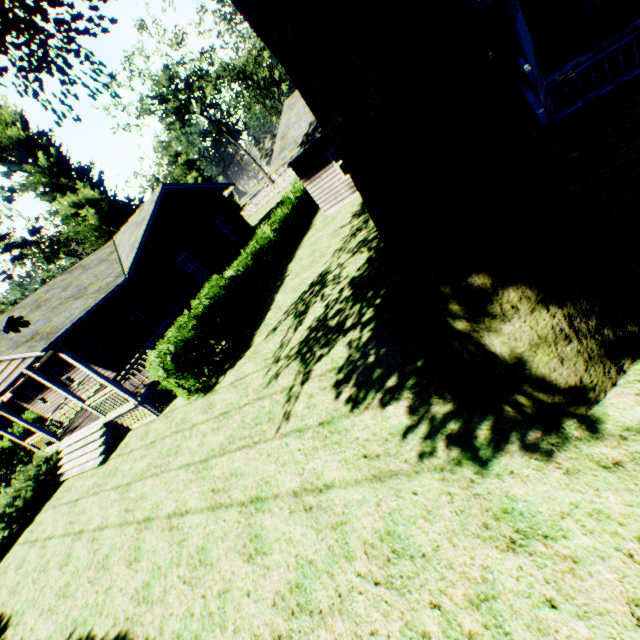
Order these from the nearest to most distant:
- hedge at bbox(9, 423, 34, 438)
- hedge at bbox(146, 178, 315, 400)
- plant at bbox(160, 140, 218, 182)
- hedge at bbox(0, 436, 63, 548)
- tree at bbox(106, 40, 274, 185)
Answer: hedge at bbox(146, 178, 315, 400) → hedge at bbox(0, 436, 63, 548) → hedge at bbox(9, 423, 34, 438) → tree at bbox(106, 40, 274, 185) → plant at bbox(160, 140, 218, 182)

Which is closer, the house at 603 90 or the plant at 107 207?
the house at 603 90

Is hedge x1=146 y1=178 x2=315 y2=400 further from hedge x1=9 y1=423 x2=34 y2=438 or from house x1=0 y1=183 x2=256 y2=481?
house x1=0 y1=183 x2=256 y2=481

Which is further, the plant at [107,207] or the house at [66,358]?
the plant at [107,207]

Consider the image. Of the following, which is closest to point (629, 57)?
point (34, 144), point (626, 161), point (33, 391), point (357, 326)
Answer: point (626, 161)

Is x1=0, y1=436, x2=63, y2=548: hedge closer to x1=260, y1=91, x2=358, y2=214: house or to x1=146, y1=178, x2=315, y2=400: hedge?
x1=146, y1=178, x2=315, y2=400: hedge

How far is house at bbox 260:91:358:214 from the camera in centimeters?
1541cm

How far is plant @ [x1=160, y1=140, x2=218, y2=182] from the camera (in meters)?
51.31
